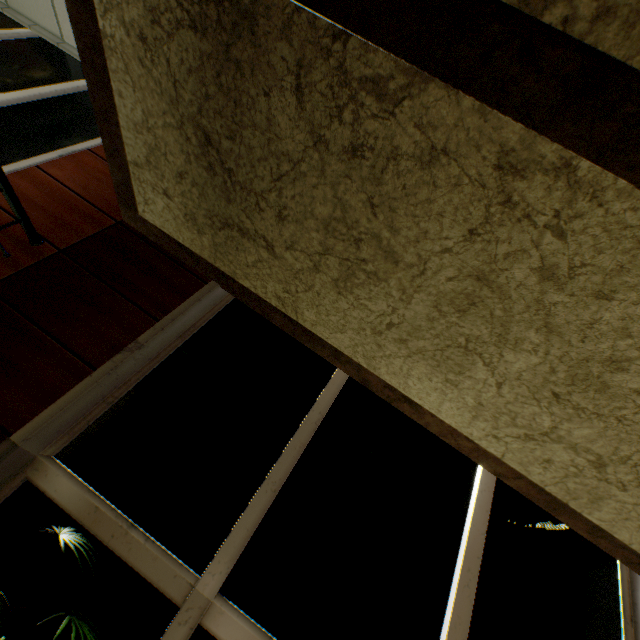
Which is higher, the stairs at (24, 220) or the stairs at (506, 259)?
the stairs at (506, 259)

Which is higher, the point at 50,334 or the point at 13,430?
the point at 50,334

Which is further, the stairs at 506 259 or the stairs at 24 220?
the stairs at 24 220

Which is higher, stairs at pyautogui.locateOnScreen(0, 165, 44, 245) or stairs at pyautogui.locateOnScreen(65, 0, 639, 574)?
stairs at pyautogui.locateOnScreen(65, 0, 639, 574)

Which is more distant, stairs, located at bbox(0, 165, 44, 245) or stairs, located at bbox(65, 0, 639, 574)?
stairs, located at bbox(0, 165, 44, 245)
